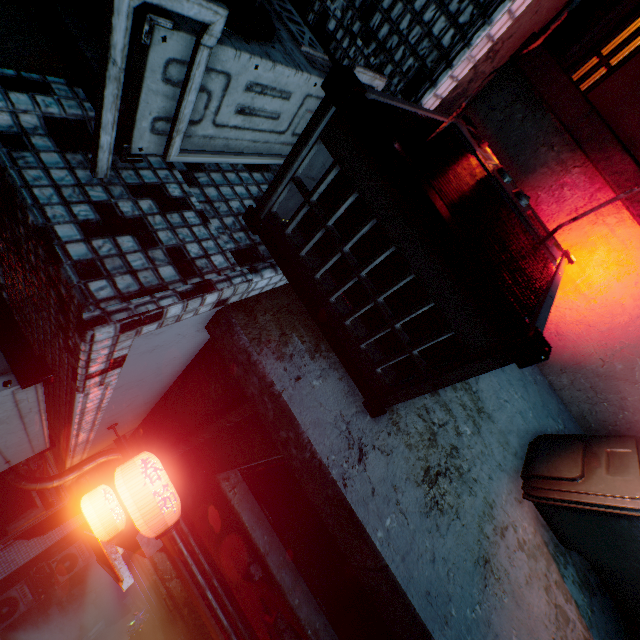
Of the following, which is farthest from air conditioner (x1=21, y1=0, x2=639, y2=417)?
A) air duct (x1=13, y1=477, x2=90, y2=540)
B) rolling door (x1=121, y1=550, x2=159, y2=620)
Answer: rolling door (x1=121, y1=550, x2=159, y2=620)

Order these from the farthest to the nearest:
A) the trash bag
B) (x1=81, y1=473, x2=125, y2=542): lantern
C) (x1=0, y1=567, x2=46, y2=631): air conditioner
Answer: (x1=0, y1=567, x2=46, y2=631): air conditioner → the trash bag → (x1=81, y1=473, x2=125, y2=542): lantern

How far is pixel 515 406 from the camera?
2.14m

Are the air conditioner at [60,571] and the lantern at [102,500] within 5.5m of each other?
no

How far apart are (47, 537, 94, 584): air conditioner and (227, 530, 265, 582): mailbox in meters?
11.2 m

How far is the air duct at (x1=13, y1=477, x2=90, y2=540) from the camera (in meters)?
4.27

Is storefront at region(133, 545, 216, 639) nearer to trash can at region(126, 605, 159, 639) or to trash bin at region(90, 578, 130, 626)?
trash can at region(126, 605, 159, 639)

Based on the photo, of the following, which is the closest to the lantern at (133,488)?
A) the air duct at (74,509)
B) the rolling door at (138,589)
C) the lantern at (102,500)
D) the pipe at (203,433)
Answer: the pipe at (203,433)
